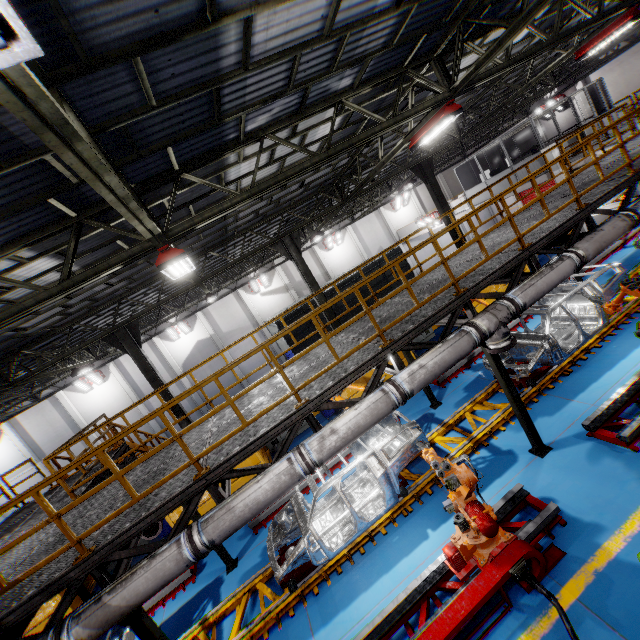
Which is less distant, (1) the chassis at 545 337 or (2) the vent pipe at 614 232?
(2) the vent pipe at 614 232

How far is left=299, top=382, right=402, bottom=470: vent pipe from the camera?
5.3m

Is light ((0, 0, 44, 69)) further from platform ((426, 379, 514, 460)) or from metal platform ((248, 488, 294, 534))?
metal platform ((248, 488, 294, 534))

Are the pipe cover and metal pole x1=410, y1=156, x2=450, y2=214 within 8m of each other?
no

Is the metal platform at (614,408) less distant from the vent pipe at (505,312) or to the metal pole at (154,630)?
the vent pipe at (505,312)

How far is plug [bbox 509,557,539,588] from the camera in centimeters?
481cm

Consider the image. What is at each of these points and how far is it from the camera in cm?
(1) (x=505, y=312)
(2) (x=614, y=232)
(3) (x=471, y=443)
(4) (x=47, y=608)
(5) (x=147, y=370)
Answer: (1) vent pipe, 631
(2) vent pipe, 708
(3) platform, 836
(4) metal panel, 1111
(5) metal pole, 1273

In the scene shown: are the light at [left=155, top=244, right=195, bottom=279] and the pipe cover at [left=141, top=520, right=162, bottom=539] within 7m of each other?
yes
